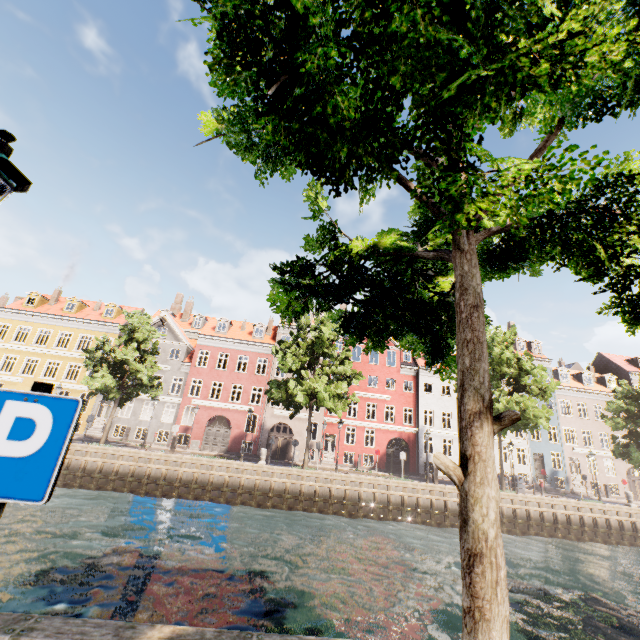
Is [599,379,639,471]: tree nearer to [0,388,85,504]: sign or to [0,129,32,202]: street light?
[0,129,32,202]: street light

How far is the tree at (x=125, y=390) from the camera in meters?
21.7 m

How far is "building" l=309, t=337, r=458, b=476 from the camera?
32.2 meters

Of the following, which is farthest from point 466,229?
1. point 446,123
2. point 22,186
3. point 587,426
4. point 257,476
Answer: point 587,426

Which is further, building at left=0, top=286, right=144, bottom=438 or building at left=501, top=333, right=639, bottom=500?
building at left=501, top=333, right=639, bottom=500

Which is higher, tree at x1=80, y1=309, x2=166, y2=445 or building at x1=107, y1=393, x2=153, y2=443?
tree at x1=80, y1=309, x2=166, y2=445

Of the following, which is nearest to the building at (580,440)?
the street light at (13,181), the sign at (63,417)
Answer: the street light at (13,181)

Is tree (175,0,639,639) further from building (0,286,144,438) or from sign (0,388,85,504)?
building (0,286,144,438)
